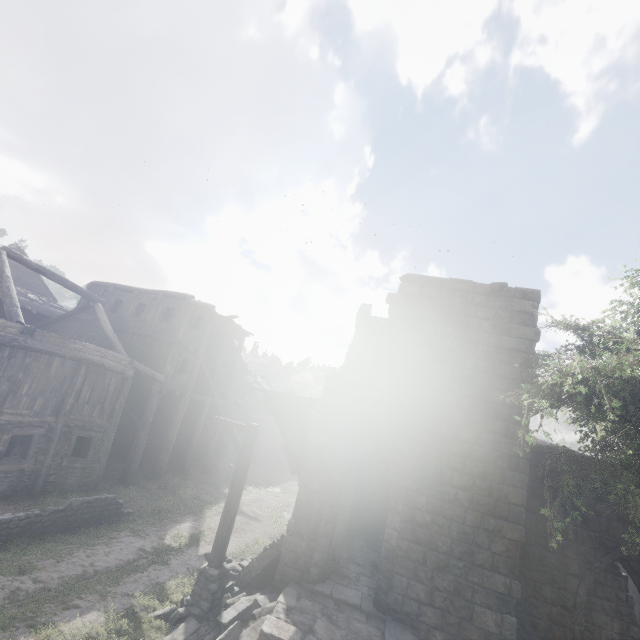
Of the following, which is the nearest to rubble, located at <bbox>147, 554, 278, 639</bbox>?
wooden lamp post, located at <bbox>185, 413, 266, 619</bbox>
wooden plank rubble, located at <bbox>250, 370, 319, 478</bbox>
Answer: wooden lamp post, located at <bbox>185, 413, 266, 619</bbox>

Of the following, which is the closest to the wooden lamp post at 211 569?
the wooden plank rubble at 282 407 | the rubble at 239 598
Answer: the rubble at 239 598

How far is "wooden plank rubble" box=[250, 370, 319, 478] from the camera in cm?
1027

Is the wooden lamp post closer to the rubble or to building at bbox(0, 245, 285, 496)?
the rubble

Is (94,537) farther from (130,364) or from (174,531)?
(130,364)

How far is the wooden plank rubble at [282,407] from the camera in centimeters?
1027cm

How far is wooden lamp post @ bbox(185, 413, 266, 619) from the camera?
7.8m

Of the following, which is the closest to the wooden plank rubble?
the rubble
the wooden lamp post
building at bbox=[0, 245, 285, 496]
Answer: building at bbox=[0, 245, 285, 496]
